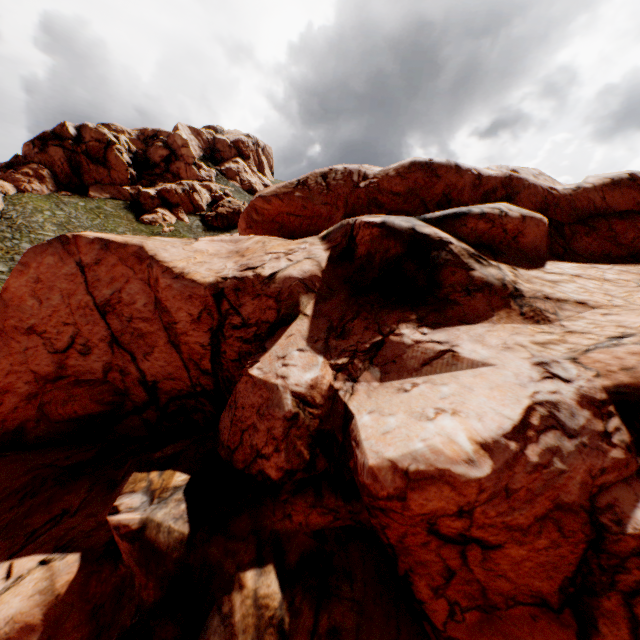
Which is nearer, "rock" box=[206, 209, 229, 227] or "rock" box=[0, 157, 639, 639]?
"rock" box=[0, 157, 639, 639]

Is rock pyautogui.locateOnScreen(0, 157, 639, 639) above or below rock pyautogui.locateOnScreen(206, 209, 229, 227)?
below

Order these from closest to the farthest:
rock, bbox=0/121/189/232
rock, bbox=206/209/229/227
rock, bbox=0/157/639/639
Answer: rock, bbox=0/157/639/639 < rock, bbox=0/121/189/232 < rock, bbox=206/209/229/227

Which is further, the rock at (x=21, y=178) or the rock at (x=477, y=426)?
the rock at (x=21, y=178)

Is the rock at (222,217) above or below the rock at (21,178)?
below

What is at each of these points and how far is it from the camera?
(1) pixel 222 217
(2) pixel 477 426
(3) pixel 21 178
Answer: (1) rock, 59.6m
(2) rock, 8.5m
(3) rock, 48.5m

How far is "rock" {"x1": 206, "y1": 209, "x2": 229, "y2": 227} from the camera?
59.3 meters
